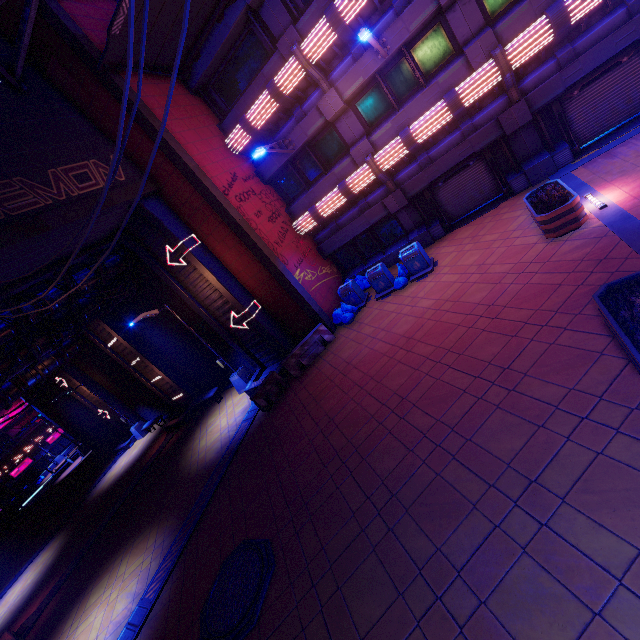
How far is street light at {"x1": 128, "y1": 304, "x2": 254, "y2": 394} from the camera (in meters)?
14.34

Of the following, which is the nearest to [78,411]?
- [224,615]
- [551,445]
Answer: [224,615]

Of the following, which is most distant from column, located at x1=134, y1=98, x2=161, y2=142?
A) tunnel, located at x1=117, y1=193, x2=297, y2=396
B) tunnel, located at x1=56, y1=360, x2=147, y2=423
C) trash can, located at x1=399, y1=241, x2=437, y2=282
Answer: tunnel, located at x1=56, y1=360, x2=147, y2=423

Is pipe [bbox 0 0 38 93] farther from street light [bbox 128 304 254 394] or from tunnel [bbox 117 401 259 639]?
street light [bbox 128 304 254 394]

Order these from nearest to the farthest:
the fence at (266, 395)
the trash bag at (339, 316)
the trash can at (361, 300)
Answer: the fence at (266, 395) → the trash bag at (339, 316) → the trash can at (361, 300)

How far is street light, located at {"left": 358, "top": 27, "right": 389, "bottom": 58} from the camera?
9.0m

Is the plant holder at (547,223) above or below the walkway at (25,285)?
below

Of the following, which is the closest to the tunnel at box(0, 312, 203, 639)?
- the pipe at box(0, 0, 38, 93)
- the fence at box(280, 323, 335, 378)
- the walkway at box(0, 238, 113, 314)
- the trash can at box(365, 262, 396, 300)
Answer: the walkway at box(0, 238, 113, 314)
